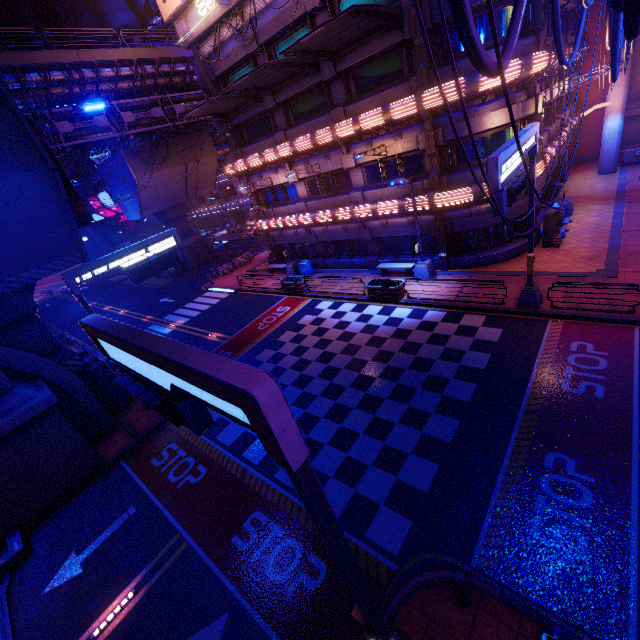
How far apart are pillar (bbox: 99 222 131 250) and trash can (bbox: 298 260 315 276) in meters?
44.9 m

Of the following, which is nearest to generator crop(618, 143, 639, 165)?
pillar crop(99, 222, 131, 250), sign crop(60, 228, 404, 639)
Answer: sign crop(60, 228, 404, 639)

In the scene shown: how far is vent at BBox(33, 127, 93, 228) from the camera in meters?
13.1 m

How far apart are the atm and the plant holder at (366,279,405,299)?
8.2m

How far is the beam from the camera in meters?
15.4

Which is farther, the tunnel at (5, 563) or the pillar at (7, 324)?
the pillar at (7, 324)

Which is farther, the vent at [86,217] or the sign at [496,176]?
the vent at [86,217]

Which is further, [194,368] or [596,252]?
[596,252]
